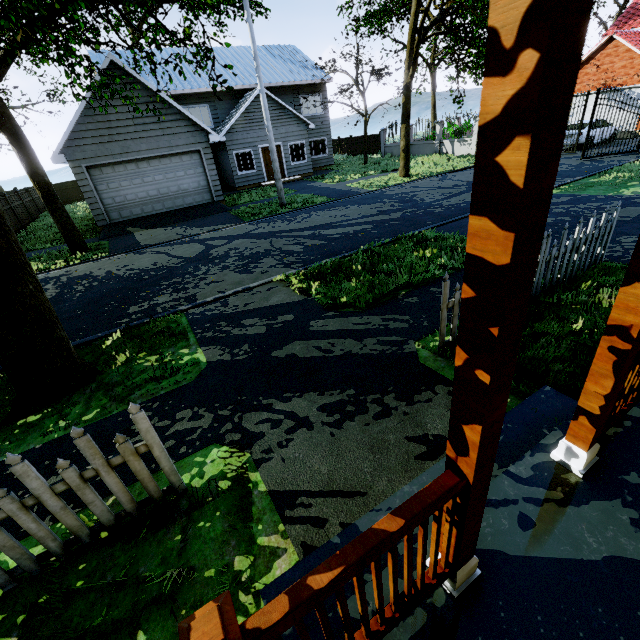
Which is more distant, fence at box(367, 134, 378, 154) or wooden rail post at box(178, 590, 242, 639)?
fence at box(367, 134, 378, 154)

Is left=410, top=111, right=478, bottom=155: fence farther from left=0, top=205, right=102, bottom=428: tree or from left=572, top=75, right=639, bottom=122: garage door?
left=572, top=75, right=639, bottom=122: garage door

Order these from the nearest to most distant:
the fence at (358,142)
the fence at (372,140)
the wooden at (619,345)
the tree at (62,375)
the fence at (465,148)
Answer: the wooden at (619,345) → the tree at (62,375) → the fence at (465,148) → the fence at (372,140) → the fence at (358,142)

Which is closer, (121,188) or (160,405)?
(160,405)

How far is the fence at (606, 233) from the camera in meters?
4.6

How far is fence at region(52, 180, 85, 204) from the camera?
29.28m

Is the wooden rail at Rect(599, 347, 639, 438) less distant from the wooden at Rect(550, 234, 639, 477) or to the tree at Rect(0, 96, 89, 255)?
the wooden at Rect(550, 234, 639, 477)

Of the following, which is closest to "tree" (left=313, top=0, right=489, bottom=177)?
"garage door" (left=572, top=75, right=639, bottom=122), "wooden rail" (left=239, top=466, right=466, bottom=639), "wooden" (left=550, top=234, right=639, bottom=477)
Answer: "wooden rail" (left=239, top=466, right=466, bottom=639)
